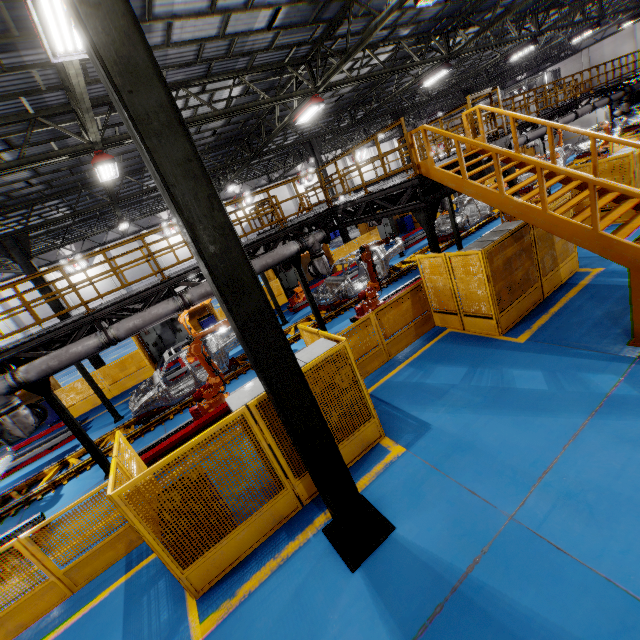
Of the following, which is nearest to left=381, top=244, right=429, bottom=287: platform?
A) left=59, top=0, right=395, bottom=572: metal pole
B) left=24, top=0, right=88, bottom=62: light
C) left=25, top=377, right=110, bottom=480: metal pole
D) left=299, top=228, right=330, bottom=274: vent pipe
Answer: left=25, top=377, right=110, bottom=480: metal pole

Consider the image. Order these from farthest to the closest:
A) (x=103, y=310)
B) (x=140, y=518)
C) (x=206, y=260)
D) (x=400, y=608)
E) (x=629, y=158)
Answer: (x=629, y=158) → (x=103, y=310) → (x=140, y=518) → (x=400, y=608) → (x=206, y=260)

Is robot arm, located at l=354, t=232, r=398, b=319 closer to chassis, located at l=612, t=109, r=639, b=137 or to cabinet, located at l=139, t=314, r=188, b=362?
chassis, located at l=612, t=109, r=639, b=137

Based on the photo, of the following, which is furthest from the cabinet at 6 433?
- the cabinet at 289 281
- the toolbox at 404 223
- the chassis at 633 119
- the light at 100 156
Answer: the toolbox at 404 223

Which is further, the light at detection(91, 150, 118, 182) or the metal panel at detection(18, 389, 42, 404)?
the metal panel at detection(18, 389, 42, 404)

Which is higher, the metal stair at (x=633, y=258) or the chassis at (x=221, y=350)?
the metal stair at (x=633, y=258)

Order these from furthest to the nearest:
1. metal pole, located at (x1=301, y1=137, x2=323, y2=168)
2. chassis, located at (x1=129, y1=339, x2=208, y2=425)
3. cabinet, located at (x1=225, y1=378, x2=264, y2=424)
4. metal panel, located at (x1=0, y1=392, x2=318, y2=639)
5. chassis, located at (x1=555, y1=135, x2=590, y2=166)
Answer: chassis, located at (x1=555, y1=135, x2=590, y2=166) < metal pole, located at (x1=301, y1=137, x2=323, y2=168) < chassis, located at (x1=129, y1=339, x2=208, y2=425) < cabinet, located at (x1=225, y1=378, x2=264, y2=424) < metal panel, located at (x1=0, y1=392, x2=318, y2=639)

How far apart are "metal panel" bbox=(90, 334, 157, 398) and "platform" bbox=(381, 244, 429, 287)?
4.6 meters
